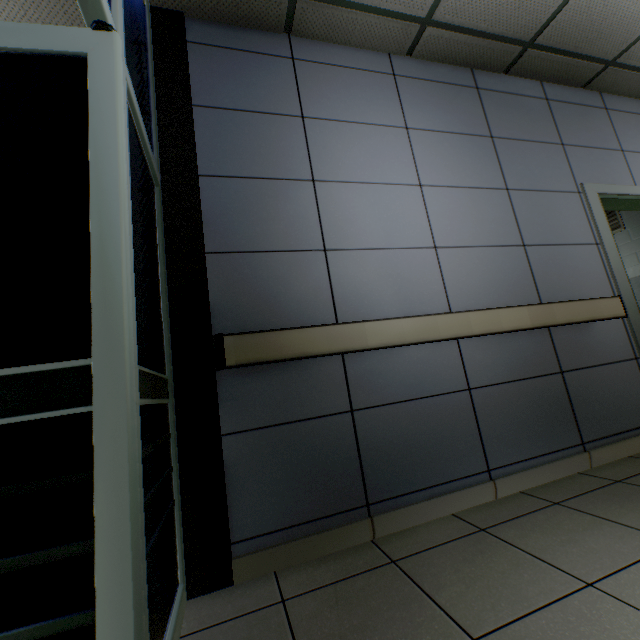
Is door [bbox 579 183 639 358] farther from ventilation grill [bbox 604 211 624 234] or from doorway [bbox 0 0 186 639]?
doorway [bbox 0 0 186 639]

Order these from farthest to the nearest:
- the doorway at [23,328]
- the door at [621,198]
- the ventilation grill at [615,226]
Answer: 1. the ventilation grill at [615,226]
2. the door at [621,198]
3. the doorway at [23,328]

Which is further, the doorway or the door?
the door

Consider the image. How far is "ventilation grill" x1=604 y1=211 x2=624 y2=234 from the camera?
4.6 meters

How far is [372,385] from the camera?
1.87m

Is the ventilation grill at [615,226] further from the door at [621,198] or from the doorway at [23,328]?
the doorway at [23,328]
